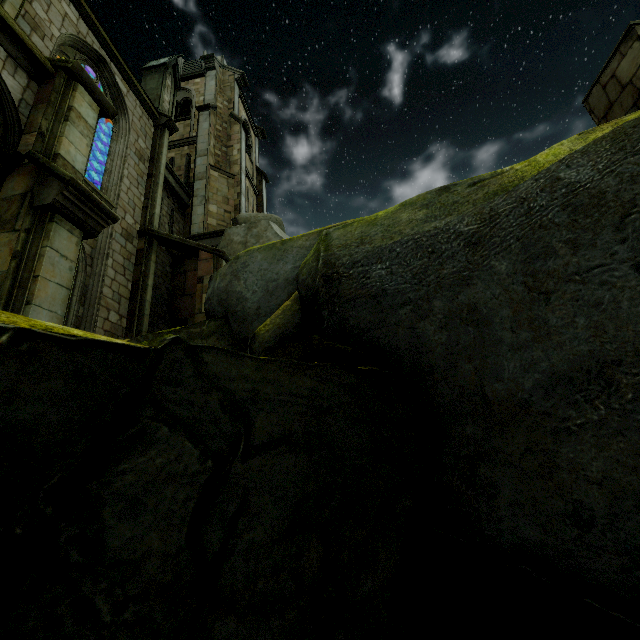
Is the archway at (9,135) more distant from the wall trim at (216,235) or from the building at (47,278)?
the wall trim at (216,235)

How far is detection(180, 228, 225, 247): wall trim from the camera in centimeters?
1505cm

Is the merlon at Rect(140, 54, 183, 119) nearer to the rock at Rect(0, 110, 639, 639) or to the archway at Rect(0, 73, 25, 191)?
the rock at Rect(0, 110, 639, 639)

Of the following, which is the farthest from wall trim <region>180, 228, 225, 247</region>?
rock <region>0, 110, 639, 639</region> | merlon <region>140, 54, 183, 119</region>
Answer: merlon <region>140, 54, 183, 119</region>

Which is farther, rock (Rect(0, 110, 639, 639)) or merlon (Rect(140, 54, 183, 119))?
merlon (Rect(140, 54, 183, 119))

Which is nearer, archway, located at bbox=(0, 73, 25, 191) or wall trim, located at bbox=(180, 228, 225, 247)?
archway, located at bbox=(0, 73, 25, 191)

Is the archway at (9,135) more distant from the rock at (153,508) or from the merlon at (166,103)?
the merlon at (166,103)

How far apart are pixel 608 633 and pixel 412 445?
1.86m
